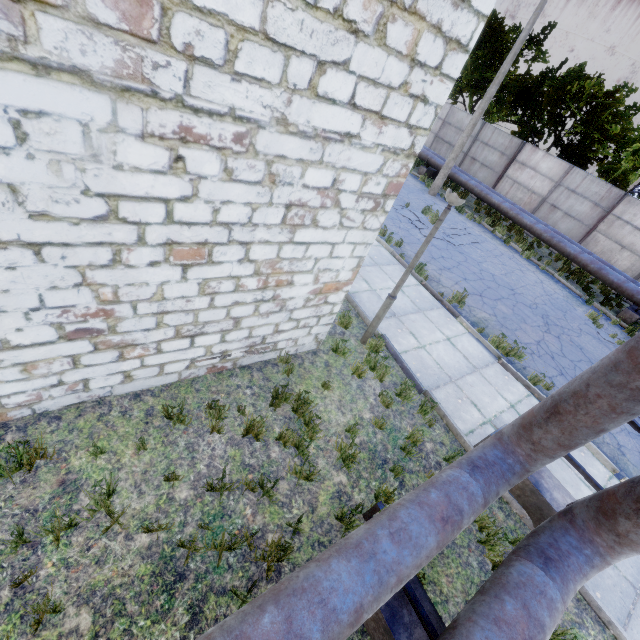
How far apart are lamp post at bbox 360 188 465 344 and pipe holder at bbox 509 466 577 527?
2.6m

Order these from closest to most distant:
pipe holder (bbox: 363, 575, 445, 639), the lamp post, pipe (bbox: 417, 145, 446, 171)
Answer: pipe holder (bbox: 363, 575, 445, 639) < the lamp post < pipe (bbox: 417, 145, 446, 171)

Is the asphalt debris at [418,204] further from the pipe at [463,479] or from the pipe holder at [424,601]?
the pipe holder at [424,601]

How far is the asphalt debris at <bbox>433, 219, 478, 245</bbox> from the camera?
13.09m

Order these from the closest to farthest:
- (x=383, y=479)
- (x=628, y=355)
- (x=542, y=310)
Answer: (x=628, y=355) → (x=383, y=479) → (x=542, y=310)

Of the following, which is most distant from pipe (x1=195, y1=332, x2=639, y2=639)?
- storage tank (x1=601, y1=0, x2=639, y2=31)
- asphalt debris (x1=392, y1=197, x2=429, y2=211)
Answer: storage tank (x1=601, y1=0, x2=639, y2=31)

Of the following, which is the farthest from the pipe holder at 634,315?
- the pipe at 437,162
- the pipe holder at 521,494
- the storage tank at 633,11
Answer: the storage tank at 633,11
